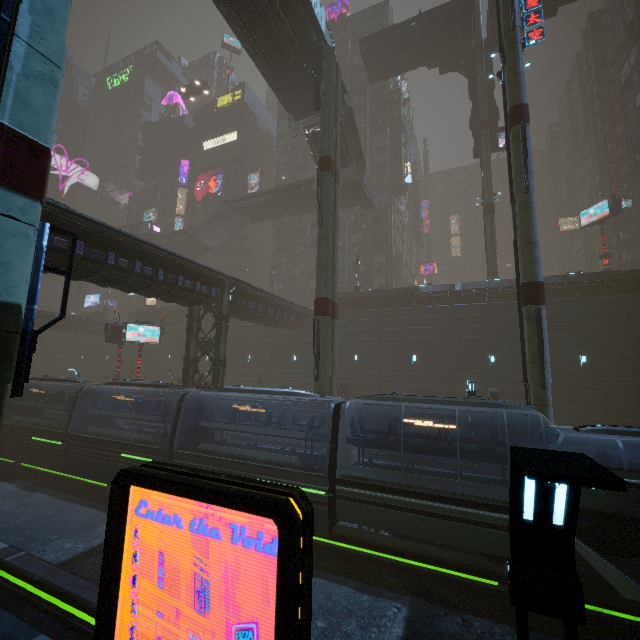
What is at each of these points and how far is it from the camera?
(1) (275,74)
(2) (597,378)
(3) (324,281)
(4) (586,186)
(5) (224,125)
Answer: (1) bridge, 25.5m
(2) building, 23.3m
(3) sm, 18.7m
(4) building, 58.3m
(5) building, 59.1m

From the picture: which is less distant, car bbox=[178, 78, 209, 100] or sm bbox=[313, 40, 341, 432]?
sm bbox=[313, 40, 341, 432]

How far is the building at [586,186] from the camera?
53.5 meters

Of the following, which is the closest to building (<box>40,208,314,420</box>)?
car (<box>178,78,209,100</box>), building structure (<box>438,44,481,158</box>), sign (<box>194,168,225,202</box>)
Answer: sign (<box>194,168,225,202</box>)

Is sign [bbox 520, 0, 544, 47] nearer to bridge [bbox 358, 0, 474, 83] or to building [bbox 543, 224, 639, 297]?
building [bbox 543, 224, 639, 297]

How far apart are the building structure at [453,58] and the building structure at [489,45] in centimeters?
58cm

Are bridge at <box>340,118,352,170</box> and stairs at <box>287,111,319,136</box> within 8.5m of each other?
yes

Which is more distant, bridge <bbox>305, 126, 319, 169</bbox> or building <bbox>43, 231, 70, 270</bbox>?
bridge <bbox>305, 126, 319, 169</bbox>
